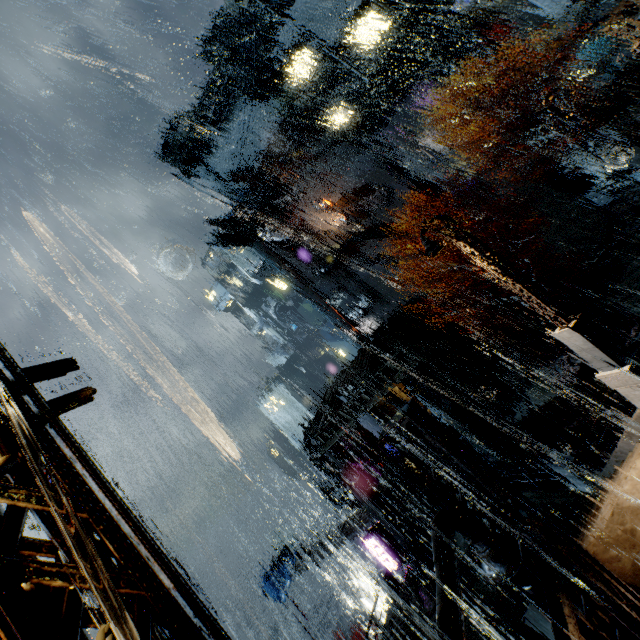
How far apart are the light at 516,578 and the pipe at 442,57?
41.49m

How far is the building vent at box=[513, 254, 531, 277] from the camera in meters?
30.9 m

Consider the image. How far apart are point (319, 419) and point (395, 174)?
33.19m

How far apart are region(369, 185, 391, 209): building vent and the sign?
35.6m

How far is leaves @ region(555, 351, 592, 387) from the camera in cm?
1844

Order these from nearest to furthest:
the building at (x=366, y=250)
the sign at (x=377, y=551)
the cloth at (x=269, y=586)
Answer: the cloth at (x=269, y=586) < the sign at (x=377, y=551) < the building at (x=366, y=250)

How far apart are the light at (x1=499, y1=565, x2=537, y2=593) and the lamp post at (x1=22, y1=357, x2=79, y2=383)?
6.6 meters

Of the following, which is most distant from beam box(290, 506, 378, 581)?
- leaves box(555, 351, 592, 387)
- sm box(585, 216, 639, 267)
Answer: sm box(585, 216, 639, 267)
